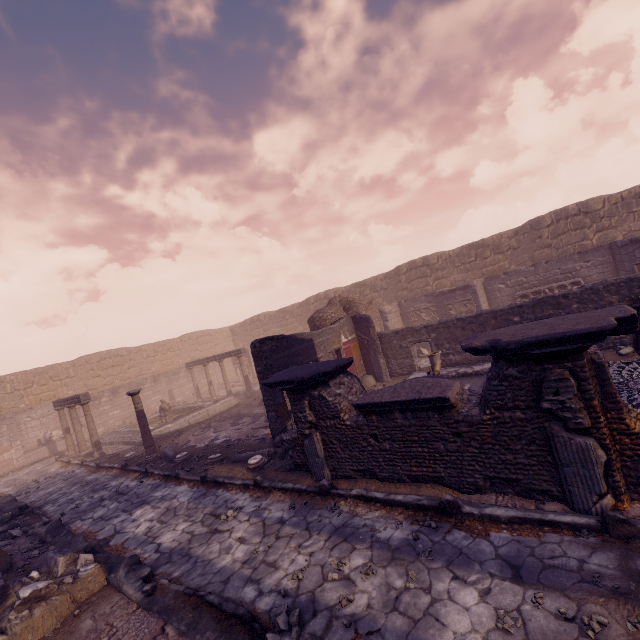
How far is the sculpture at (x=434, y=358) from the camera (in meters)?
8.39

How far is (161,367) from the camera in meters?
26.3

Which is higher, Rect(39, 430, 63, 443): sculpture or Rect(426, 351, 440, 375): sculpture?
Rect(426, 351, 440, 375): sculpture

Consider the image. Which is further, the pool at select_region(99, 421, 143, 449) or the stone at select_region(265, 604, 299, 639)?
the pool at select_region(99, 421, 143, 449)

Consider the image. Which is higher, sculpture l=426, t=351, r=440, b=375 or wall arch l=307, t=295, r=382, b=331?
wall arch l=307, t=295, r=382, b=331

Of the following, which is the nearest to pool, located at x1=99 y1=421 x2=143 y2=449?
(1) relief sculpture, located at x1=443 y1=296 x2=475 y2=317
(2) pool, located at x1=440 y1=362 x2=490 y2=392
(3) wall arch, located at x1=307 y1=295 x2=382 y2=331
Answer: (3) wall arch, located at x1=307 y1=295 x2=382 y2=331

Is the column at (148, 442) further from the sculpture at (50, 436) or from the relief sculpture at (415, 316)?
the relief sculpture at (415, 316)

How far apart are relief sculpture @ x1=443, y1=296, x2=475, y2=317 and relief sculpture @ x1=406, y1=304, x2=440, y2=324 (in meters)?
1.79
